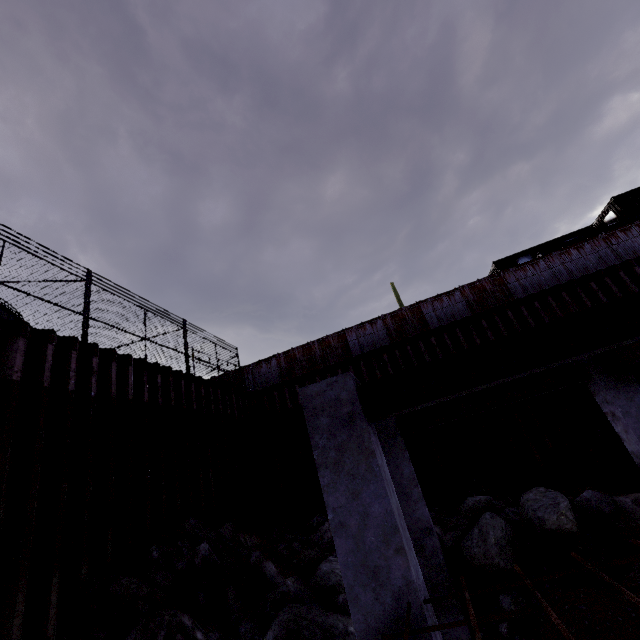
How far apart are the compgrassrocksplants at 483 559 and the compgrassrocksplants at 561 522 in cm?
31

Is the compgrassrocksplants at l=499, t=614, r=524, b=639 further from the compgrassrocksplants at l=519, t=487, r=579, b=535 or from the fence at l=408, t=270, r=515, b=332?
the fence at l=408, t=270, r=515, b=332

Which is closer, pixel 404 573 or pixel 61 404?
pixel 404 573

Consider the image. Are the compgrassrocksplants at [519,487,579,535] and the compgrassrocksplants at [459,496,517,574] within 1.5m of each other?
yes

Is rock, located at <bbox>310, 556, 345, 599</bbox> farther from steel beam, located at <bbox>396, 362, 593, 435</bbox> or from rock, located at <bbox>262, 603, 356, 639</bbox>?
steel beam, located at <bbox>396, 362, 593, 435</bbox>

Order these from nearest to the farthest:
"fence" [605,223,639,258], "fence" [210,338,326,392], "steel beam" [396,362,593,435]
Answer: "steel beam" [396,362,593,435] → "fence" [605,223,639,258] → "fence" [210,338,326,392]

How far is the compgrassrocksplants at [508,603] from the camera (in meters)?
6.03

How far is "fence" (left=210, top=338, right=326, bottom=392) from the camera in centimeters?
1645cm
